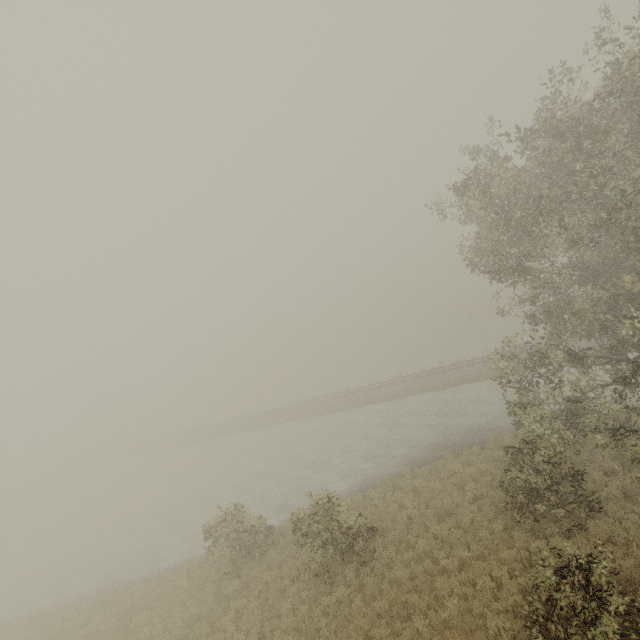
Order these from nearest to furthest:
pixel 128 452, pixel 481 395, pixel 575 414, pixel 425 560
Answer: pixel 575 414 < pixel 425 560 < pixel 481 395 < pixel 128 452
